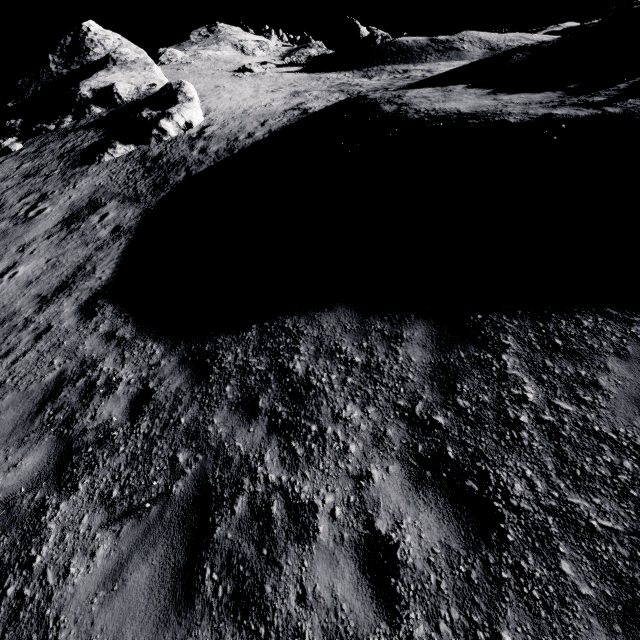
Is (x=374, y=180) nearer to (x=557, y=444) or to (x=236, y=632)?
(x=557, y=444)

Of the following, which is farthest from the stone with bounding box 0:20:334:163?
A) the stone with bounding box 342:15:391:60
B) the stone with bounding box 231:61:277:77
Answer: the stone with bounding box 342:15:391:60

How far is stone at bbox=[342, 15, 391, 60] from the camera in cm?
3606

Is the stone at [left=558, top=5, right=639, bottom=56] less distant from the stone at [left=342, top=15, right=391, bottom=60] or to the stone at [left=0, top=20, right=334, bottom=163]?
the stone at [left=0, top=20, right=334, bottom=163]

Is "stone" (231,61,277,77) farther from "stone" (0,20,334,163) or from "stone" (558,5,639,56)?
"stone" (558,5,639,56)

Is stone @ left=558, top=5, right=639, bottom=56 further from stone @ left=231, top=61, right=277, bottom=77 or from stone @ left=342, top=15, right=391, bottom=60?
stone @ left=231, top=61, right=277, bottom=77

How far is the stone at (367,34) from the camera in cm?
3606

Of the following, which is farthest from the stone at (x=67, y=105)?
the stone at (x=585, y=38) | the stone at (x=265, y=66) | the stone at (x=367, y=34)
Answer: the stone at (x=367, y=34)
